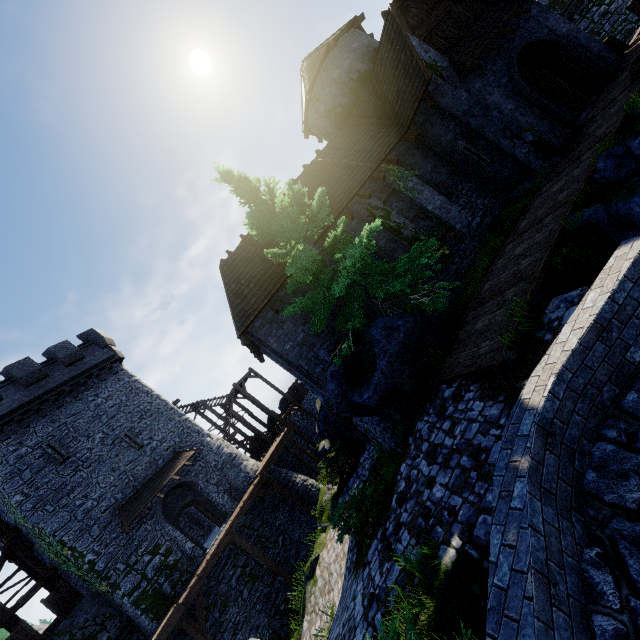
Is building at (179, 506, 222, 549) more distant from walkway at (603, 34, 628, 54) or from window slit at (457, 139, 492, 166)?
walkway at (603, 34, 628, 54)

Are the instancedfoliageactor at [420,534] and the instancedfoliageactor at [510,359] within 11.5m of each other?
yes

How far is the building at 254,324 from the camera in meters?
12.5

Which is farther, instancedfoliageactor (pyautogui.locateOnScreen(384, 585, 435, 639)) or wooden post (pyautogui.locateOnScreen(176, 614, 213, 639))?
wooden post (pyautogui.locateOnScreen(176, 614, 213, 639))

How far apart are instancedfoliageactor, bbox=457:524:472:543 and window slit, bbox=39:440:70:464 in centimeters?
2289cm

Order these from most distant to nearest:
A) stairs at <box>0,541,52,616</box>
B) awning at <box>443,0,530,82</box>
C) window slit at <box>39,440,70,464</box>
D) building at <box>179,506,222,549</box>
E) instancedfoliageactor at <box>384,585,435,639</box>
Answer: building at <box>179,506,222,549</box>
window slit at <box>39,440,70,464</box>
stairs at <box>0,541,52,616</box>
awning at <box>443,0,530,82</box>
instancedfoliageactor at <box>384,585,435,639</box>

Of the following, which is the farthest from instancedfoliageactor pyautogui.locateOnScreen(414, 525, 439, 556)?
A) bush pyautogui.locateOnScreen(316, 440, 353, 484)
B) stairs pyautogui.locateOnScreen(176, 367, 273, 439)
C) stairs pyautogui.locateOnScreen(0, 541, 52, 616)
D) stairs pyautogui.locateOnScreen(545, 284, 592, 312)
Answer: stairs pyautogui.locateOnScreen(176, 367, 273, 439)

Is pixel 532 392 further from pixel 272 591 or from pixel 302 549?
pixel 302 549
